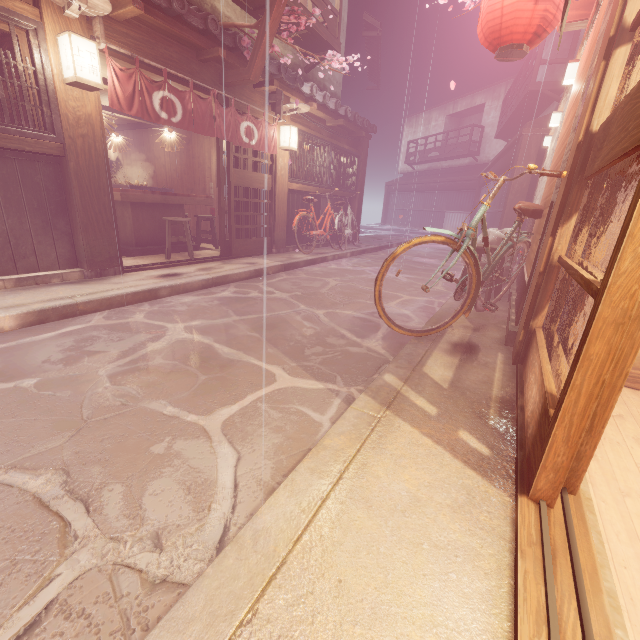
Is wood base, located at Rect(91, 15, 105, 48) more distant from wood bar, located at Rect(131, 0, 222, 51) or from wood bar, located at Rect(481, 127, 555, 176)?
wood bar, located at Rect(481, 127, 555, 176)

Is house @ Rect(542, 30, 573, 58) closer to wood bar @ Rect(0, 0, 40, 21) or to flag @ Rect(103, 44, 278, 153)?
flag @ Rect(103, 44, 278, 153)

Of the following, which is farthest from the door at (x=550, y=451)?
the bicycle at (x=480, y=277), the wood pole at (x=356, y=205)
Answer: the wood pole at (x=356, y=205)

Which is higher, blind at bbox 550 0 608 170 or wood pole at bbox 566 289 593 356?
blind at bbox 550 0 608 170

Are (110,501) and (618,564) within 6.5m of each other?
yes

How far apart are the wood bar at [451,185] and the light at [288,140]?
29.06m

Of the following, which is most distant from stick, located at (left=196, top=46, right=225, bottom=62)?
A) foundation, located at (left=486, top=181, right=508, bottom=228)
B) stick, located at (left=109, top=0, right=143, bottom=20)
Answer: foundation, located at (left=486, top=181, right=508, bottom=228)

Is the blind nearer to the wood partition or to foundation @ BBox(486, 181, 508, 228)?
the wood partition
